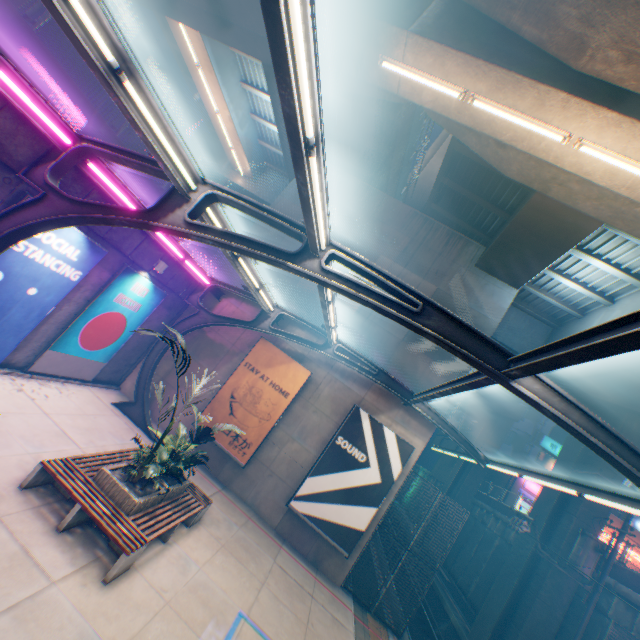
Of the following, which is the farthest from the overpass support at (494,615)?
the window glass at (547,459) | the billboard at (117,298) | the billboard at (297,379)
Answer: the billboard at (297,379)

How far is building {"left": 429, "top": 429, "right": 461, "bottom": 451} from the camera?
40.39m

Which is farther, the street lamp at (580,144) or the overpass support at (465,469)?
the overpass support at (465,469)

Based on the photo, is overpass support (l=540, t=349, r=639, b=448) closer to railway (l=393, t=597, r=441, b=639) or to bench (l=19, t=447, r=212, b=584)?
railway (l=393, t=597, r=441, b=639)

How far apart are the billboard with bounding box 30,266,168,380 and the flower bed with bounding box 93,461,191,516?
5.1 meters

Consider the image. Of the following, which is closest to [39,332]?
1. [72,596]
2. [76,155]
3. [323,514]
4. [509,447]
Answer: [76,155]

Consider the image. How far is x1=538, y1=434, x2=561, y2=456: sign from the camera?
32.1m

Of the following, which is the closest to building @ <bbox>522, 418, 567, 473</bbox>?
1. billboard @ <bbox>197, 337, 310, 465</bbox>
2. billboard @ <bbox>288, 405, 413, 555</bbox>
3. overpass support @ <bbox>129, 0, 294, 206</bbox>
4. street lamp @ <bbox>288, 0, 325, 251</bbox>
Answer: billboard @ <bbox>288, 405, 413, 555</bbox>
